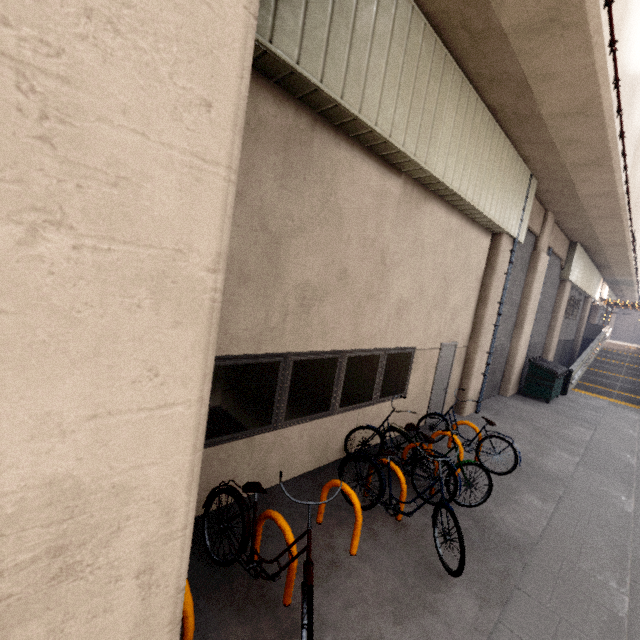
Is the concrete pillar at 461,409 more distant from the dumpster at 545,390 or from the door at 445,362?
the dumpster at 545,390

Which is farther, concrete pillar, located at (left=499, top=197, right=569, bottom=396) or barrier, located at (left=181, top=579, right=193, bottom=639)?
concrete pillar, located at (left=499, top=197, right=569, bottom=396)

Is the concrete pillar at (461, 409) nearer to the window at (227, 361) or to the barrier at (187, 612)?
the window at (227, 361)

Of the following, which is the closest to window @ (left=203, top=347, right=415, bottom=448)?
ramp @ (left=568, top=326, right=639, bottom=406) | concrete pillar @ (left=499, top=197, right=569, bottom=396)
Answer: concrete pillar @ (left=499, top=197, right=569, bottom=396)

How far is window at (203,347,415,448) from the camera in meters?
3.9 m

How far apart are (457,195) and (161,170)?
6.4 meters

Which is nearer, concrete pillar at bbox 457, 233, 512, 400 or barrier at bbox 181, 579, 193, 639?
barrier at bbox 181, 579, 193, 639

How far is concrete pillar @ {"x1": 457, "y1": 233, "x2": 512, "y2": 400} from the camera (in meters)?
8.74
